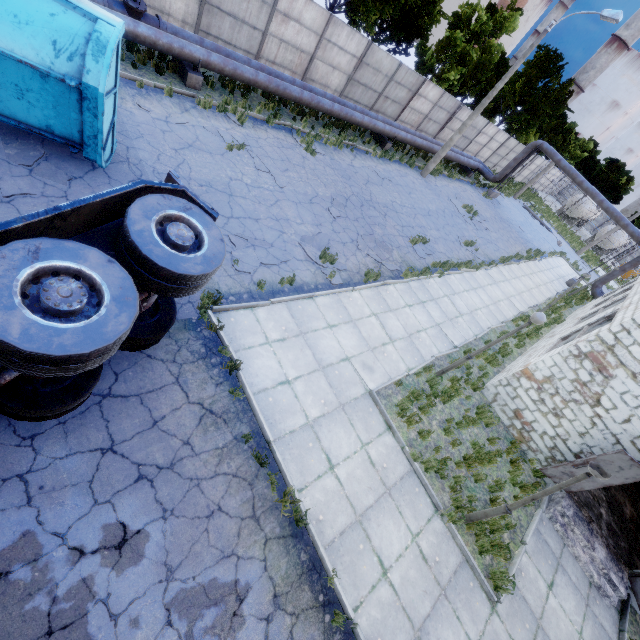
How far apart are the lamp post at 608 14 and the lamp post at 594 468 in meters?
19.7 m

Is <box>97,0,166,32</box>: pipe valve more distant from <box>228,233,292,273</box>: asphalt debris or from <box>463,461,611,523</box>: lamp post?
<box>463,461,611,523</box>: lamp post

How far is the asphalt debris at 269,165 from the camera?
11.2m

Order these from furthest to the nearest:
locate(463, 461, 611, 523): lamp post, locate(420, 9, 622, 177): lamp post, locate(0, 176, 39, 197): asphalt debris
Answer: locate(420, 9, 622, 177): lamp post, locate(0, 176, 39, 197): asphalt debris, locate(463, 461, 611, 523): lamp post

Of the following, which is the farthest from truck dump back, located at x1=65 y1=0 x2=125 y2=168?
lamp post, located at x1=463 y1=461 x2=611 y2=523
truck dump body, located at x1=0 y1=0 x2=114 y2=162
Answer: lamp post, located at x1=463 y1=461 x2=611 y2=523

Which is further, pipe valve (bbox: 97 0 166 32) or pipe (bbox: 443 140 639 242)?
pipe (bbox: 443 140 639 242)

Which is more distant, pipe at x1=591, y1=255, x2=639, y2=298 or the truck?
→ pipe at x1=591, y1=255, x2=639, y2=298

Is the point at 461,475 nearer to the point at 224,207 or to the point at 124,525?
the point at 124,525
